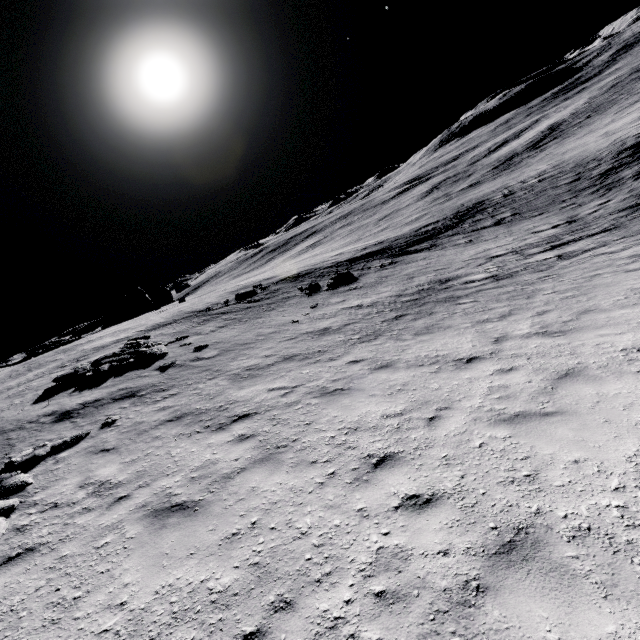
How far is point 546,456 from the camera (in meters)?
4.37

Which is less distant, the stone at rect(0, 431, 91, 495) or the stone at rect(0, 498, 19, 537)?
the stone at rect(0, 498, 19, 537)

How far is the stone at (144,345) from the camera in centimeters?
1493cm

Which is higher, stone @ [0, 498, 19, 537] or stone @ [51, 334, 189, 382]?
stone @ [51, 334, 189, 382]

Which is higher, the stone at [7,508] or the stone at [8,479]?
the stone at [8,479]

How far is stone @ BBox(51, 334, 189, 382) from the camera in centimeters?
1493cm

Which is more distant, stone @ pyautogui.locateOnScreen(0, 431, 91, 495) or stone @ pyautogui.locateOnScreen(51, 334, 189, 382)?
stone @ pyautogui.locateOnScreen(51, 334, 189, 382)
